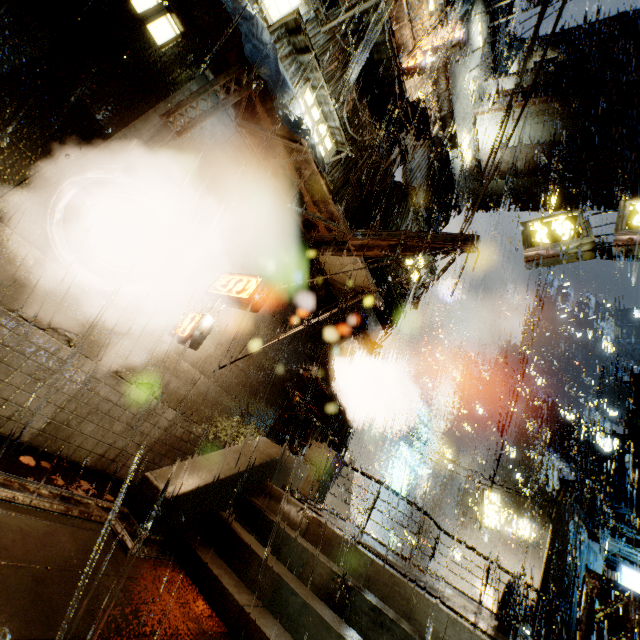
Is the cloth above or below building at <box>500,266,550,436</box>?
below

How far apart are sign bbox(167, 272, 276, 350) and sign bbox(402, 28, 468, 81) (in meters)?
11.75

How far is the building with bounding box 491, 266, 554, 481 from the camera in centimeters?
2056cm

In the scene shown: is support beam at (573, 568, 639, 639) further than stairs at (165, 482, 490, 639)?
Yes

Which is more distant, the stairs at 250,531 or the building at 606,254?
the building at 606,254

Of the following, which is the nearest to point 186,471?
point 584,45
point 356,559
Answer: point 356,559

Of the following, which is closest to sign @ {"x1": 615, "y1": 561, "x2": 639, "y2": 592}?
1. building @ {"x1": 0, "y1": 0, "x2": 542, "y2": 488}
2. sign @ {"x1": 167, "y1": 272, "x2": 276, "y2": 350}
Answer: building @ {"x1": 0, "y1": 0, "x2": 542, "y2": 488}

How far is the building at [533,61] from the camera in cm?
1662
